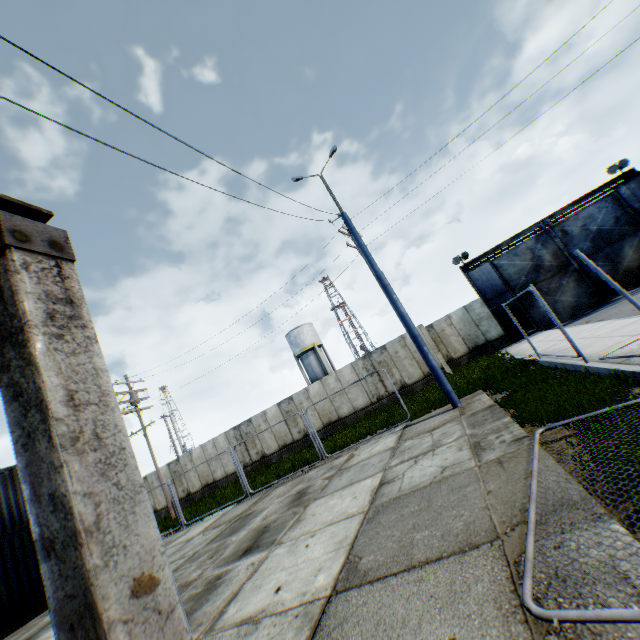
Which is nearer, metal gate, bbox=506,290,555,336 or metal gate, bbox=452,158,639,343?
metal gate, bbox=452,158,639,343

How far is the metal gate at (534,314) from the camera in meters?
20.2

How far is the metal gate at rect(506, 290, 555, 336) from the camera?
20.2 meters

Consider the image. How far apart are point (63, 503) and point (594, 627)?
2.9m

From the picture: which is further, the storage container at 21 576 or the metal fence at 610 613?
the storage container at 21 576

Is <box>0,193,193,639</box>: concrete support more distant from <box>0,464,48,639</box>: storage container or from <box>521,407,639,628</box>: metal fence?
<box>0,464,48,639</box>: storage container

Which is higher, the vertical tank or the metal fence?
the vertical tank

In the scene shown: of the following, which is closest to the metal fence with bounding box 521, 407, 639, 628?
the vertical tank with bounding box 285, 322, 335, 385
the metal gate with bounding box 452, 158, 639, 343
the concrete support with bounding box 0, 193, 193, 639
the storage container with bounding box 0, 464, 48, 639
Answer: the concrete support with bounding box 0, 193, 193, 639
